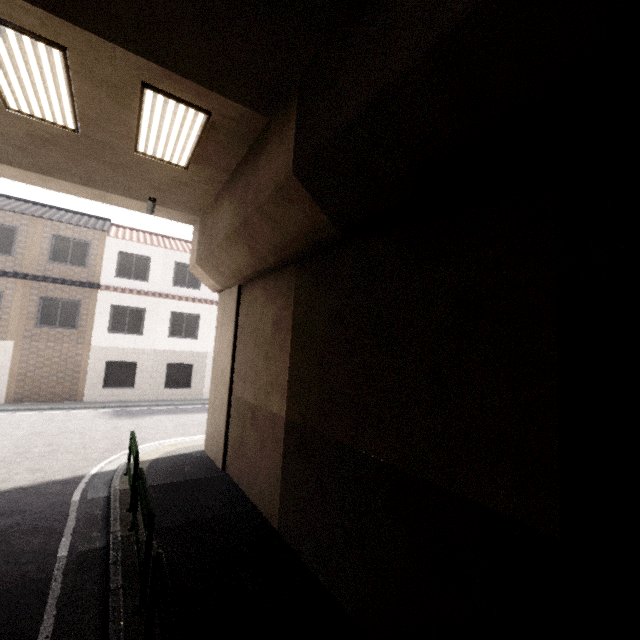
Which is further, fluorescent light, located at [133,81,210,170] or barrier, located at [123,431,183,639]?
fluorescent light, located at [133,81,210,170]

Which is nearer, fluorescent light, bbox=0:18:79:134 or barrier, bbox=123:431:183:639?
barrier, bbox=123:431:183:639

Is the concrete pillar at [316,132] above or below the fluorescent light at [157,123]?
below

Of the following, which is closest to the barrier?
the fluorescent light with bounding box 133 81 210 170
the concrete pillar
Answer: the concrete pillar

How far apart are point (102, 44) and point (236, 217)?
2.87m

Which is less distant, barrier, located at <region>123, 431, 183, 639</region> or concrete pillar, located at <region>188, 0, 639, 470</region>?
concrete pillar, located at <region>188, 0, 639, 470</region>

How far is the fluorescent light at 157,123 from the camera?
4.9 meters

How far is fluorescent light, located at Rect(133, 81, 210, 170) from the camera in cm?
494
